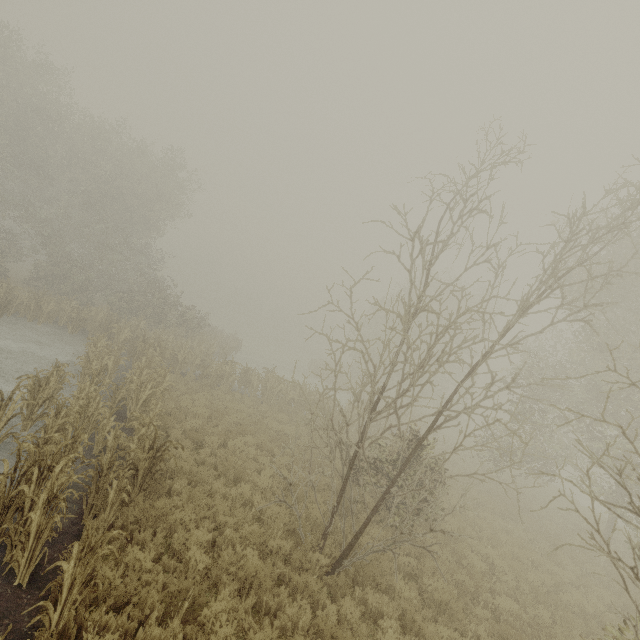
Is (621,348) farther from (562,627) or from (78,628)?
(78,628)
